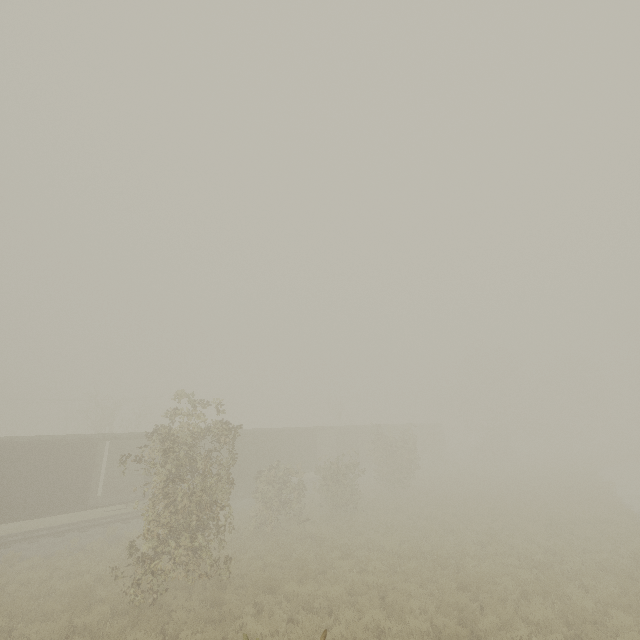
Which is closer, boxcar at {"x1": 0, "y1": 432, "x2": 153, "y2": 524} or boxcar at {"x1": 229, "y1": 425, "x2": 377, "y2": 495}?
boxcar at {"x1": 0, "y1": 432, "x2": 153, "y2": 524}

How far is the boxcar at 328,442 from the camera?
24.6m

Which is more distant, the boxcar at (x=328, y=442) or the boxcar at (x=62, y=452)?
the boxcar at (x=328, y=442)

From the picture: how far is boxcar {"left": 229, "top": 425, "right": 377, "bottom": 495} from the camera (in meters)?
24.61

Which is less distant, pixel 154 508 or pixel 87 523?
pixel 154 508
